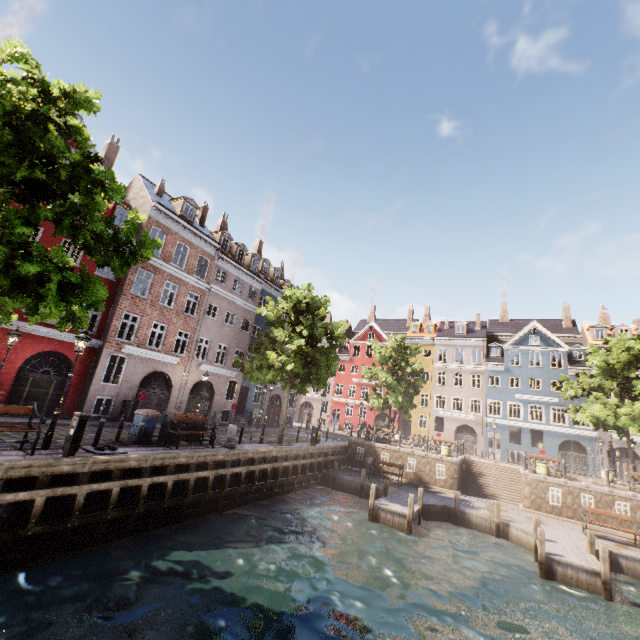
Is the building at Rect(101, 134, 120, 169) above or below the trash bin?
above

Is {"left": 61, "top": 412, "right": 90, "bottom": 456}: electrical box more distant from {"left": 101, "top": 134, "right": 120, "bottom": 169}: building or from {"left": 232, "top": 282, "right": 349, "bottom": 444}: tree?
{"left": 101, "top": 134, "right": 120, "bottom": 169}: building

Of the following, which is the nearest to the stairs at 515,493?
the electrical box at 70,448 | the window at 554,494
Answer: the window at 554,494

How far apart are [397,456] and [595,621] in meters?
14.4 m

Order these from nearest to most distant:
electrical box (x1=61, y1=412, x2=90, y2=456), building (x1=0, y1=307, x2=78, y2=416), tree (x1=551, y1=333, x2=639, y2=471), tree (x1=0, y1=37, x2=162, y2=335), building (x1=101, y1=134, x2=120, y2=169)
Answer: tree (x1=0, y1=37, x2=162, y2=335), electrical box (x1=61, y1=412, x2=90, y2=456), building (x1=0, y1=307, x2=78, y2=416), tree (x1=551, y1=333, x2=639, y2=471), building (x1=101, y1=134, x2=120, y2=169)

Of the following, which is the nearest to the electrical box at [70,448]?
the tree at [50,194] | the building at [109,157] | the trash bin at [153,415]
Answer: the tree at [50,194]

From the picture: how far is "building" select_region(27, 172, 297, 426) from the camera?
18.9m
